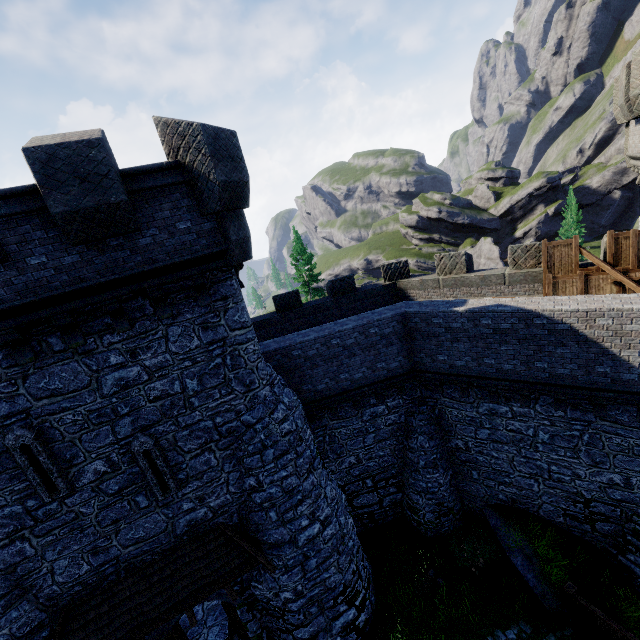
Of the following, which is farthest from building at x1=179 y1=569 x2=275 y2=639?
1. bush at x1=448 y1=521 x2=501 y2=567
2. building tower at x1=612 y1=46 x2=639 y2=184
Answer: building tower at x1=612 y1=46 x2=639 y2=184

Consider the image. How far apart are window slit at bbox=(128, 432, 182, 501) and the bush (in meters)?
11.07

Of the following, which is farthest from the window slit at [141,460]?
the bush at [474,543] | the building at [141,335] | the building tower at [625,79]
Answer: the building tower at [625,79]

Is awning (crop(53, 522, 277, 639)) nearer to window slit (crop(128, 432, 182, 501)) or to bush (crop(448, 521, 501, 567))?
window slit (crop(128, 432, 182, 501))

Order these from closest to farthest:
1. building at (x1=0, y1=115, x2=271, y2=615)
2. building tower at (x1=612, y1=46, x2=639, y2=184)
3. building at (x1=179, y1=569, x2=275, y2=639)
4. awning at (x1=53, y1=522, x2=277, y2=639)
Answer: building at (x1=0, y1=115, x2=271, y2=615) < awning at (x1=53, y1=522, x2=277, y2=639) < building tower at (x1=612, y1=46, x2=639, y2=184) < building at (x1=179, y1=569, x2=275, y2=639)

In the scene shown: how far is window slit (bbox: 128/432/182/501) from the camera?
8.6m

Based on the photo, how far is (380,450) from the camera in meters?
14.4

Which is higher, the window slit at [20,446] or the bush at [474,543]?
the window slit at [20,446]
